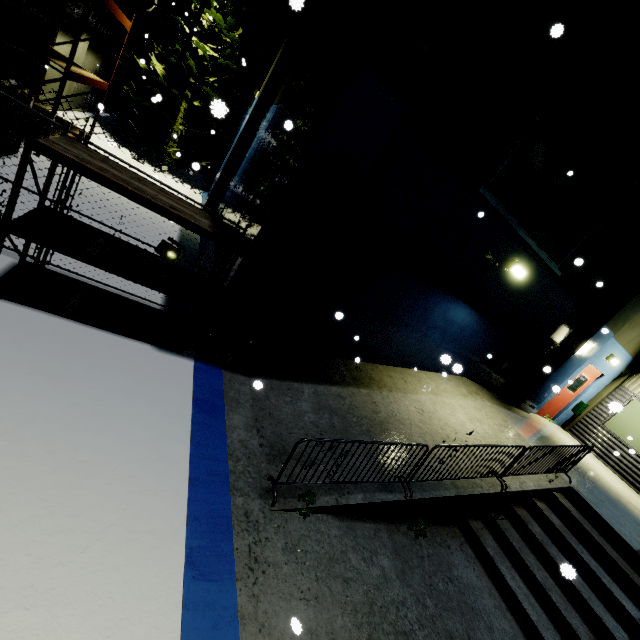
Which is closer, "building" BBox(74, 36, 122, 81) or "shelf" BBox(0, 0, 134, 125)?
"shelf" BBox(0, 0, 134, 125)

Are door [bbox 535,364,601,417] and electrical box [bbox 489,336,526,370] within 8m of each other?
yes

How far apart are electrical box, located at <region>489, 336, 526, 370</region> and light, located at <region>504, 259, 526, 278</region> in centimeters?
241cm

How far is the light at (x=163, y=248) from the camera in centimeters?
488cm

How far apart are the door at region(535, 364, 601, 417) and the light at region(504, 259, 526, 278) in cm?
597

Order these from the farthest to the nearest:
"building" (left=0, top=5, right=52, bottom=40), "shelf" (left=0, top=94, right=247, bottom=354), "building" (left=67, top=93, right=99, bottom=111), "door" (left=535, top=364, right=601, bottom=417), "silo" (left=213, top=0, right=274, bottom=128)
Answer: "silo" (left=213, top=0, right=274, bottom=128), "building" (left=67, top=93, right=99, bottom=111), "door" (left=535, top=364, right=601, bottom=417), "building" (left=0, top=5, right=52, bottom=40), "shelf" (left=0, top=94, right=247, bottom=354)

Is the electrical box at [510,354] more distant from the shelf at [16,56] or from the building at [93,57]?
the shelf at [16,56]

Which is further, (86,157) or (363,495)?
(363,495)
